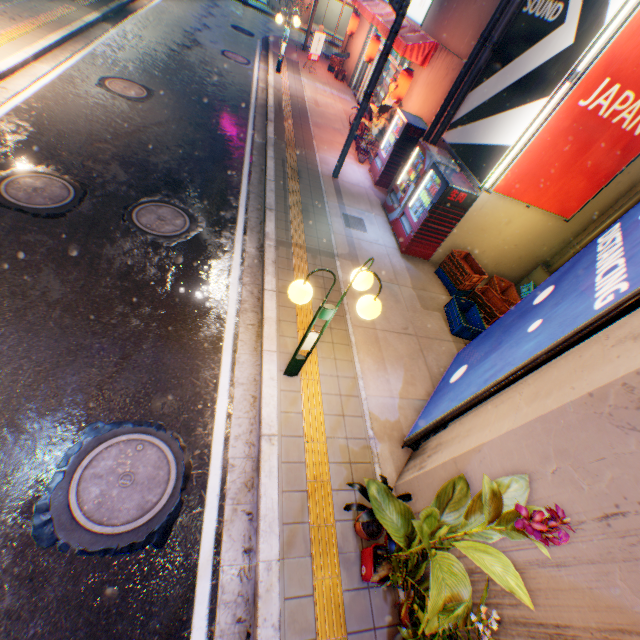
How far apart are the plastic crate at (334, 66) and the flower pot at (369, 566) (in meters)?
21.79

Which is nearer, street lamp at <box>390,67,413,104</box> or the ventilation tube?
the ventilation tube

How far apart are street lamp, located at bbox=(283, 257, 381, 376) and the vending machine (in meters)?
4.64

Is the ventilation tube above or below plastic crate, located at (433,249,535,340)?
above

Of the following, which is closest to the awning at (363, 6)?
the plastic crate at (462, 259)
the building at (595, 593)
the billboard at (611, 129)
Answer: the billboard at (611, 129)

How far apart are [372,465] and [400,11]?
9.6m

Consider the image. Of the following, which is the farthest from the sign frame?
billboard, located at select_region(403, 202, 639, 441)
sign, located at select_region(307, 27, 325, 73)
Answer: sign, located at select_region(307, 27, 325, 73)

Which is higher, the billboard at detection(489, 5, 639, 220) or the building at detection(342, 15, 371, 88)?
the billboard at detection(489, 5, 639, 220)
